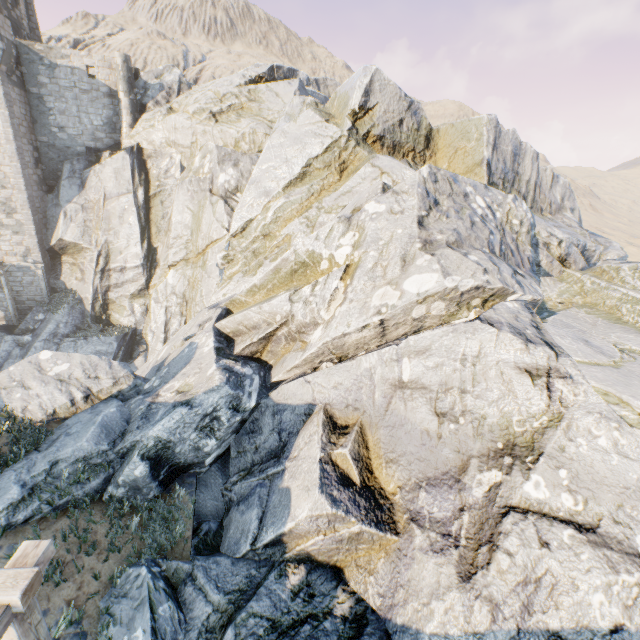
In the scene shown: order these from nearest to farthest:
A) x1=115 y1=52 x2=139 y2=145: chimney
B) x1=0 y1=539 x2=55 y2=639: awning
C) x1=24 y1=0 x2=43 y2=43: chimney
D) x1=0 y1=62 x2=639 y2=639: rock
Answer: x1=0 y1=539 x2=55 y2=639: awning < x1=0 y1=62 x2=639 y2=639: rock < x1=115 y1=52 x2=139 y2=145: chimney < x1=24 y1=0 x2=43 y2=43: chimney

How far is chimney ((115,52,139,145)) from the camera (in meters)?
22.86

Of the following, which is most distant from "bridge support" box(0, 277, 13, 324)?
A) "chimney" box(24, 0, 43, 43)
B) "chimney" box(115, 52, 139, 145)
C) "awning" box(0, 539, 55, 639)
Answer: "awning" box(0, 539, 55, 639)

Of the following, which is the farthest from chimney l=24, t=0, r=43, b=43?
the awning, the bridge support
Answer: the awning

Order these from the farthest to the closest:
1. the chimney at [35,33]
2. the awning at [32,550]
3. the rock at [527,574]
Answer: the chimney at [35,33], the rock at [527,574], the awning at [32,550]

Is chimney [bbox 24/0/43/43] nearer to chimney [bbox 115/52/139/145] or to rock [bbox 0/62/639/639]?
rock [bbox 0/62/639/639]

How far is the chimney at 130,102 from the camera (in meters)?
22.86

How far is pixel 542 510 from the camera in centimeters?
405cm
